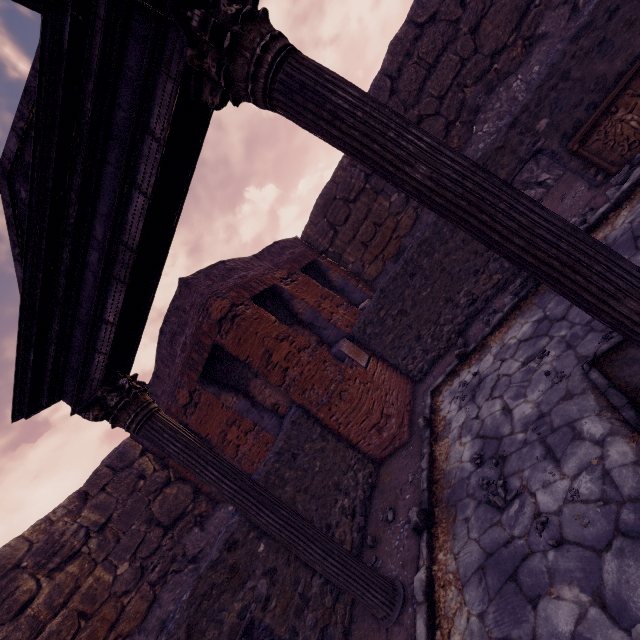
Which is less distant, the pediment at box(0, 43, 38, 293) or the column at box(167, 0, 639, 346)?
the column at box(167, 0, 639, 346)

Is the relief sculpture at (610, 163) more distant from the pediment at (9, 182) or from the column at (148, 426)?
the column at (148, 426)

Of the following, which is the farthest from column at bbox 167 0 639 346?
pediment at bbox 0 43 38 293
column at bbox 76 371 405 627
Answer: column at bbox 76 371 405 627

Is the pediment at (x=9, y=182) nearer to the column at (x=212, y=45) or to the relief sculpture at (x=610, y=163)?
the column at (x=212, y=45)

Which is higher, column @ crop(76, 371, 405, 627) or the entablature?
the entablature

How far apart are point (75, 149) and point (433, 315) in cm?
587

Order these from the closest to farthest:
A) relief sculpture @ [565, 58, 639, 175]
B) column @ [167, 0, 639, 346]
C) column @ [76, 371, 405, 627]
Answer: column @ [167, 0, 639, 346], column @ [76, 371, 405, 627], relief sculpture @ [565, 58, 639, 175]

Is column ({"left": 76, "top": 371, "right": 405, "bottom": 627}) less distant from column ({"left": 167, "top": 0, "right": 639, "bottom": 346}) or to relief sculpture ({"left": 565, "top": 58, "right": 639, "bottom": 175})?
column ({"left": 167, "top": 0, "right": 639, "bottom": 346})
